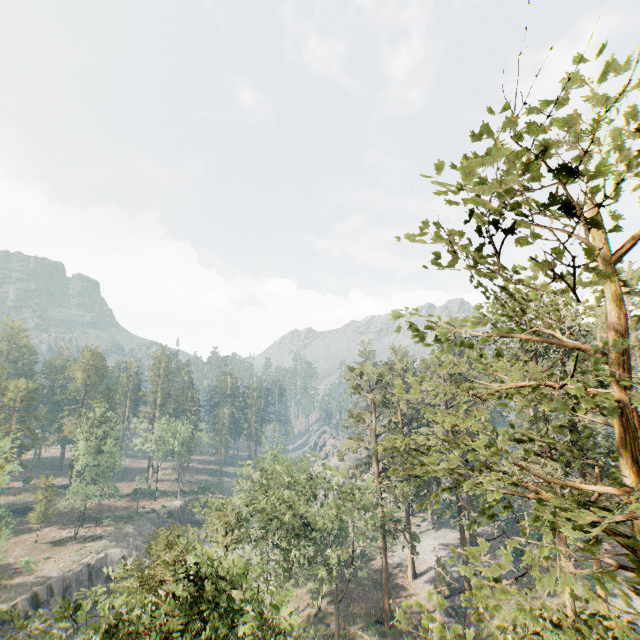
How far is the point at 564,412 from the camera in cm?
611

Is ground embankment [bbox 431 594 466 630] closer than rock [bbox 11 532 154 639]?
Yes

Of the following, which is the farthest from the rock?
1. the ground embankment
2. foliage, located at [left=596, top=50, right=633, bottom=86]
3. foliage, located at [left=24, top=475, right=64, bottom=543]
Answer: foliage, located at [left=24, top=475, right=64, bottom=543]

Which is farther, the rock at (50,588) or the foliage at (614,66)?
the rock at (50,588)

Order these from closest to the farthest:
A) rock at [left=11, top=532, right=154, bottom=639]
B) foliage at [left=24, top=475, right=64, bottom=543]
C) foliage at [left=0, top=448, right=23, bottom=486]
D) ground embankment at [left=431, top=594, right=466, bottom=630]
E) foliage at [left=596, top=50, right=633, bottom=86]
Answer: foliage at [left=596, top=50, right=633, bottom=86], foliage at [left=0, top=448, right=23, bottom=486], ground embankment at [left=431, top=594, right=466, bottom=630], rock at [left=11, top=532, right=154, bottom=639], foliage at [left=24, top=475, right=64, bottom=543]

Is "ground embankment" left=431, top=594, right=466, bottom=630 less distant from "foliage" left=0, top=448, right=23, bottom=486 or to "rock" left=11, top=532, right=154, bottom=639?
"foliage" left=0, top=448, right=23, bottom=486

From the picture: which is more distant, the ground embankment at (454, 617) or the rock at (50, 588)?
the rock at (50, 588)
